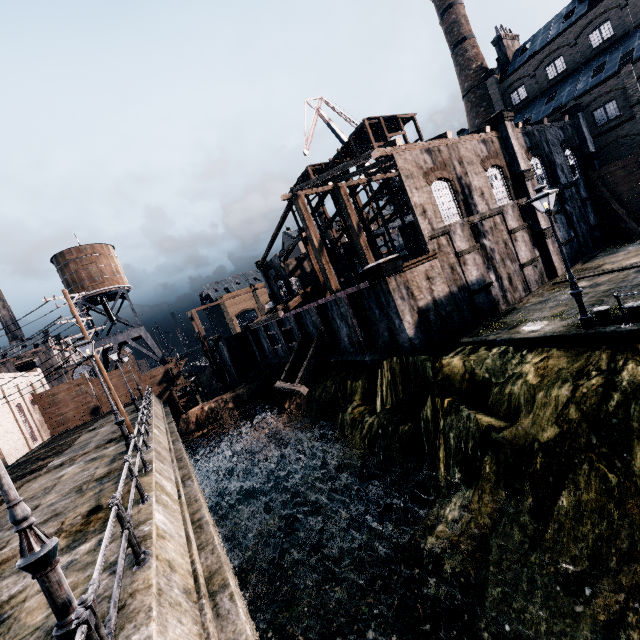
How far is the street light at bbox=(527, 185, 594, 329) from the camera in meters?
12.2 m

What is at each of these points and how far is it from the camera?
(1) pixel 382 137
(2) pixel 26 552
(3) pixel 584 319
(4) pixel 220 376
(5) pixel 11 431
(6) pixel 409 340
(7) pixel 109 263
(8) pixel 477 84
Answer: (1) wooden scaffolding, 44.4m
(2) street light, 4.3m
(3) street light, 12.5m
(4) wooden scaffolding, 43.3m
(5) building, 30.0m
(6) building, 16.6m
(7) water tower, 46.5m
(8) chimney, 48.5m

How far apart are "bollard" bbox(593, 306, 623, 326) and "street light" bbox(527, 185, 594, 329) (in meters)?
0.42

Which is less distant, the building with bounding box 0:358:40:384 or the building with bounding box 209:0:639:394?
the building with bounding box 209:0:639:394

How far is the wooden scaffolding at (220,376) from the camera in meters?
42.9 m

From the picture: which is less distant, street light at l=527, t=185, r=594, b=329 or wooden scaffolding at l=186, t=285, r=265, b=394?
street light at l=527, t=185, r=594, b=329

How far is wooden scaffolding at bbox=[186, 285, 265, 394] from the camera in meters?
42.9

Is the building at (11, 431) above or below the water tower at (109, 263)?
below
